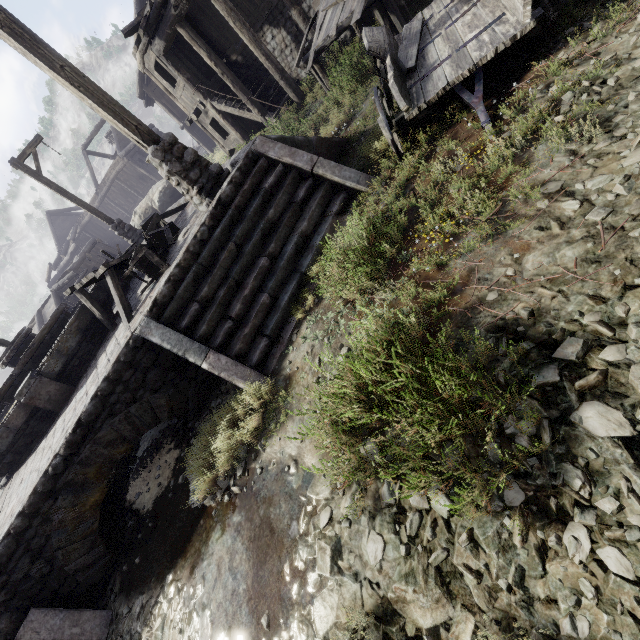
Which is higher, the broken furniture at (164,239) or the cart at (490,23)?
the broken furniture at (164,239)

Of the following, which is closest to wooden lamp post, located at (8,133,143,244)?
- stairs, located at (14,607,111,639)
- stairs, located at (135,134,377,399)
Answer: stairs, located at (135,134,377,399)

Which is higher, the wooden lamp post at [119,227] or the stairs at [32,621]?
the wooden lamp post at [119,227]

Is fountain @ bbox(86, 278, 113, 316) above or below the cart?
above

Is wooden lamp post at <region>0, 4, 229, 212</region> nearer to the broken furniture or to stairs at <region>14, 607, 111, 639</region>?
the broken furniture

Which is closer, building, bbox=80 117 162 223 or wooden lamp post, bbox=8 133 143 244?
wooden lamp post, bbox=8 133 143 244

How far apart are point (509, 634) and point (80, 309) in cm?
865

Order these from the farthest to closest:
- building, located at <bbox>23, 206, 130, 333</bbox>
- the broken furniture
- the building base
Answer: building, located at <bbox>23, 206, 130, 333</bbox> → the broken furniture → the building base
